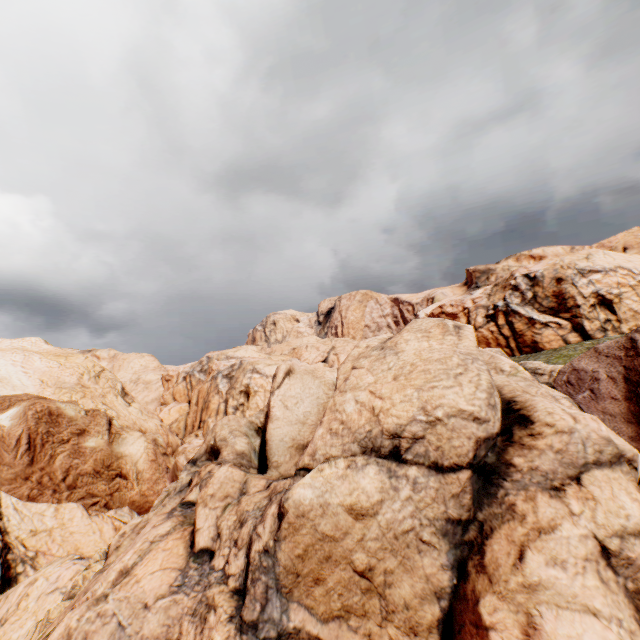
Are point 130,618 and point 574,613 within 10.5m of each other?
yes
